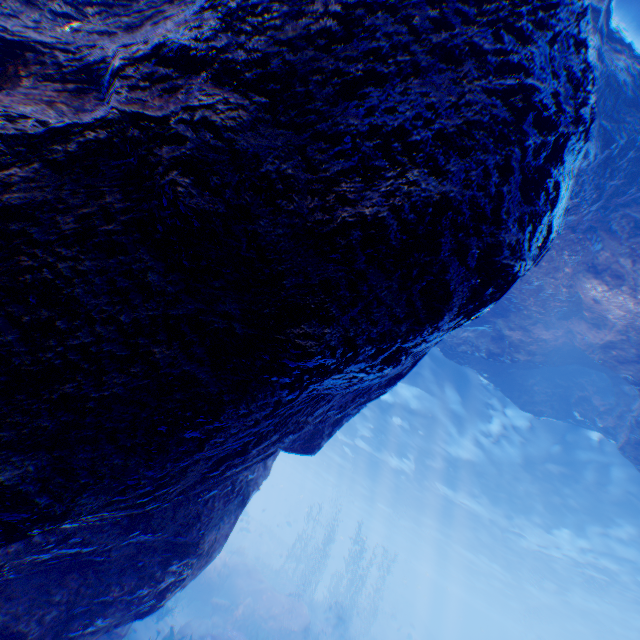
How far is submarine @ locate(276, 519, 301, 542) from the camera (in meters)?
29.46

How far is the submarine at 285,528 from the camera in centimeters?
2946cm

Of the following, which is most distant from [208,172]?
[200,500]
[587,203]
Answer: [587,203]

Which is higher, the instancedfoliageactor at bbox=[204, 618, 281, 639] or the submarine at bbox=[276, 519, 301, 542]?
the submarine at bbox=[276, 519, 301, 542]

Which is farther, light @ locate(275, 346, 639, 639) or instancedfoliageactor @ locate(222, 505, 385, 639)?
instancedfoliageactor @ locate(222, 505, 385, 639)

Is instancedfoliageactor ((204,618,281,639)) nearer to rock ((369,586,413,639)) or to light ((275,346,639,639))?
rock ((369,586,413,639))

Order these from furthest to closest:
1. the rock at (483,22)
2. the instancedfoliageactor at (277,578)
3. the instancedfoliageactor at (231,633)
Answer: the instancedfoliageactor at (277,578) → the instancedfoliageactor at (231,633) → the rock at (483,22)

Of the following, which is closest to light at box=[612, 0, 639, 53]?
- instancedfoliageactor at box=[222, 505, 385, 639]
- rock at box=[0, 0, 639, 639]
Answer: rock at box=[0, 0, 639, 639]
